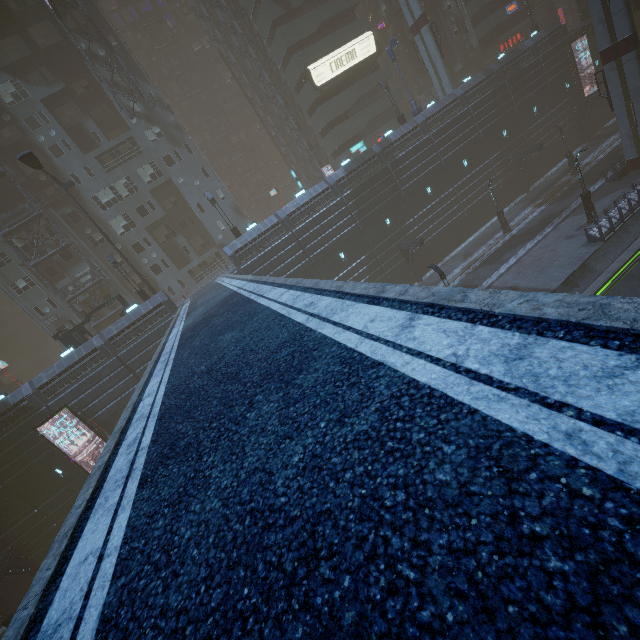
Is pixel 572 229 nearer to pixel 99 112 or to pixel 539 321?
pixel 539 321

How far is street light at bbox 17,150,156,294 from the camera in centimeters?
2142cm

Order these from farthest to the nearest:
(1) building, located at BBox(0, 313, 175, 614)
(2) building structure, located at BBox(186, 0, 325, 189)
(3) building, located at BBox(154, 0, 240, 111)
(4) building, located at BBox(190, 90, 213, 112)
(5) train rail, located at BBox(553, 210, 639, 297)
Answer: (4) building, located at BBox(190, 90, 213, 112) < (3) building, located at BBox(154, 0, 240, 111) < (2) building structure, located at BBox(186, 0, 325, 189) < (1) building, located at BBox(0, 313, 175, 614) < (5) train rail, located at BBox(553, 210, 639, 297)

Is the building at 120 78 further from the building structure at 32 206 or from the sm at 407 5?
the sm at 407 5

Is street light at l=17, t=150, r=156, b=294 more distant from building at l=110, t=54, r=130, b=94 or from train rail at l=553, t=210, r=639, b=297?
train rail at l=553, t=210, r=639, b=297

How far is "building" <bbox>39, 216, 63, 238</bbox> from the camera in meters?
32.9 m

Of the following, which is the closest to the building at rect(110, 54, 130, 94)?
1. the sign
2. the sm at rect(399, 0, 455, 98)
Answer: the sign

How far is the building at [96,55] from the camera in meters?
33.3 m
